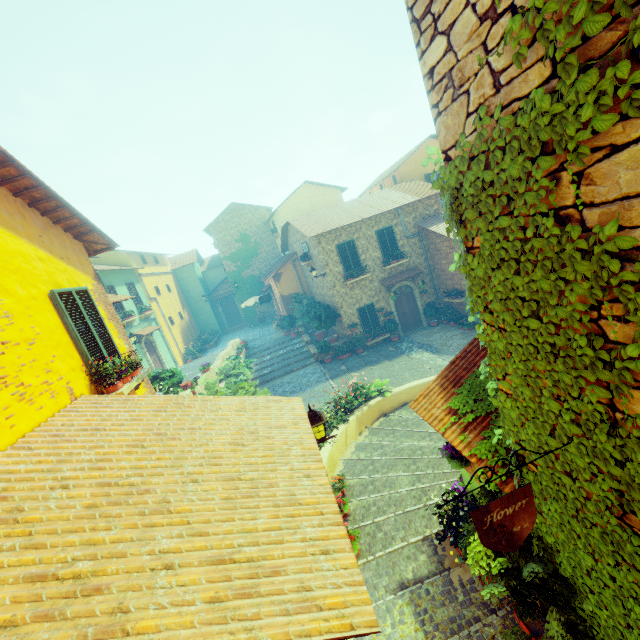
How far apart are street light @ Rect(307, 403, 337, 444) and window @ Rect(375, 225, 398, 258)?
14.2 meters

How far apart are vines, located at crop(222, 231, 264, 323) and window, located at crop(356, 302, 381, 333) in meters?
14.3 m

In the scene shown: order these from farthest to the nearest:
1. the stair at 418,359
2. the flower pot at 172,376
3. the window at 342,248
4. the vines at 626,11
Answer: the window at 342,248 → the stair at 418,359 → the flower pot at 172,376 → the vines at 626,11

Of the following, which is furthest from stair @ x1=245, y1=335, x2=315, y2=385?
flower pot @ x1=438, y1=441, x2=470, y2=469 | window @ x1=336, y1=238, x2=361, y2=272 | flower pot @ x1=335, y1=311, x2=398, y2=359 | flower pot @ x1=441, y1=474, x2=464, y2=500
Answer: window @ x1=336, y1=238, x2=361, y2=272

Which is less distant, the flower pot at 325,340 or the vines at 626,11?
the vines at 626,11

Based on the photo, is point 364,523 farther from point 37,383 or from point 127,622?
point 37,383

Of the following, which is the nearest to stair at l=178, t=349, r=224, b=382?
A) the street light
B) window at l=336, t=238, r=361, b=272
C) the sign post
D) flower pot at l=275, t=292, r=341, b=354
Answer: flower pot at l=275, t=292, r=341, b=354

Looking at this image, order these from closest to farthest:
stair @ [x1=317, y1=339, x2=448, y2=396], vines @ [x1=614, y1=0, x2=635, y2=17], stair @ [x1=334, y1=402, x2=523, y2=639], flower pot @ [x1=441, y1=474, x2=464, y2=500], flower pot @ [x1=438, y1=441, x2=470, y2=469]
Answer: →
1. vines @ [x1=614, y1=0, x2=635, y2=17]
2. stair @ [x1=334, y1=402, x2=523, y2=639]
3. flower pot @ [x1=438, y1=441, x2=470, y2=469]
4. flower pot @ [x1=441, y1=474, x2=464, y2=500]
5. stair @ [x1=317, y1=339, x2=448, y2=396]
